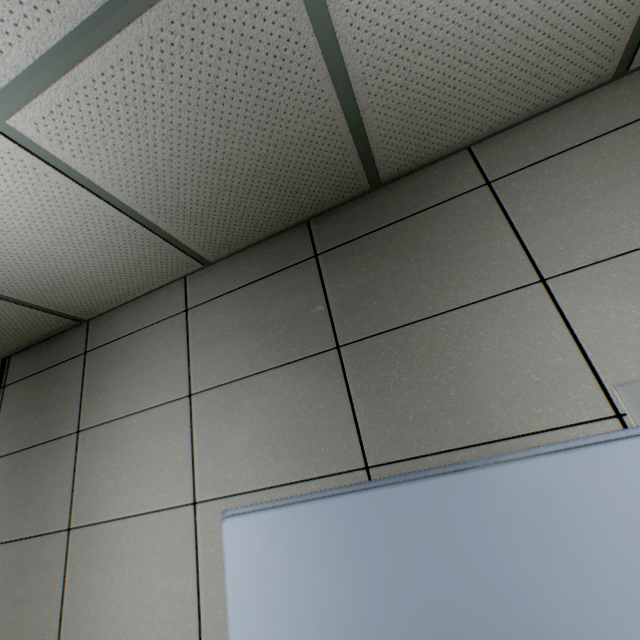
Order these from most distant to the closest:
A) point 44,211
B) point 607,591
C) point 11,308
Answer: point 11,308 < point 44,211 < point 607,591
